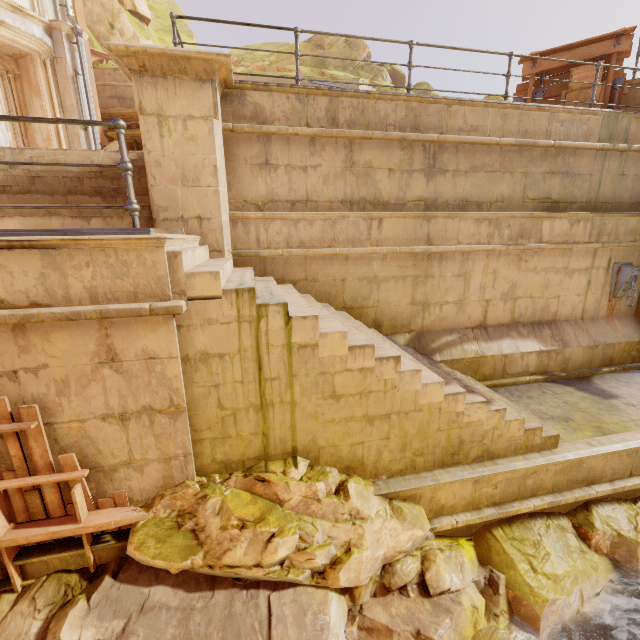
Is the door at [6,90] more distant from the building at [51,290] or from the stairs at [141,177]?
the stairs at [141,177]

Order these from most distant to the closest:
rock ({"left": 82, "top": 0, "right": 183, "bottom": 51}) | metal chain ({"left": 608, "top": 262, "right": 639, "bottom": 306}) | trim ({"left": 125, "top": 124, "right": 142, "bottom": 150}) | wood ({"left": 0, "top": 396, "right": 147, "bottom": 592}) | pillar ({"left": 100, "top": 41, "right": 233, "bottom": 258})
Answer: rock ({"left": 82, "top": 0, "right": 183, "bottom": 51})
trim ({"left": 125, "top": 124, "right": 142, "bottom": 150})
metal chain ({"left": 608, "top": 262, "right": 639, "bottom": 306})
pillar ({"left": 100, "top": 41, "right": 233, "bottom": 258})
wood ({"left": 0, "top": 396, "right": 147, "bottom": 592})

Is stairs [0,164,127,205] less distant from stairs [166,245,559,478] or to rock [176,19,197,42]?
stairs [166,245,559,478]

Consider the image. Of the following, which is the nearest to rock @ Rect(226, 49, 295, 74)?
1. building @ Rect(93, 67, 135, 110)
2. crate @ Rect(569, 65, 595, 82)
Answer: building @ Rect(93, 67, 135, 110)

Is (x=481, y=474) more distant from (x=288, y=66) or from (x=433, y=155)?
(x=288, y=66)

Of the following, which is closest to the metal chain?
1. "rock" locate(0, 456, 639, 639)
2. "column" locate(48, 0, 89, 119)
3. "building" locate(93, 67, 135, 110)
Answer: "rock" locate(0, 456, 639, 639)

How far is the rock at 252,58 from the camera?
20.89m

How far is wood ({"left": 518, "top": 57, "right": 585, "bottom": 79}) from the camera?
8.4m
